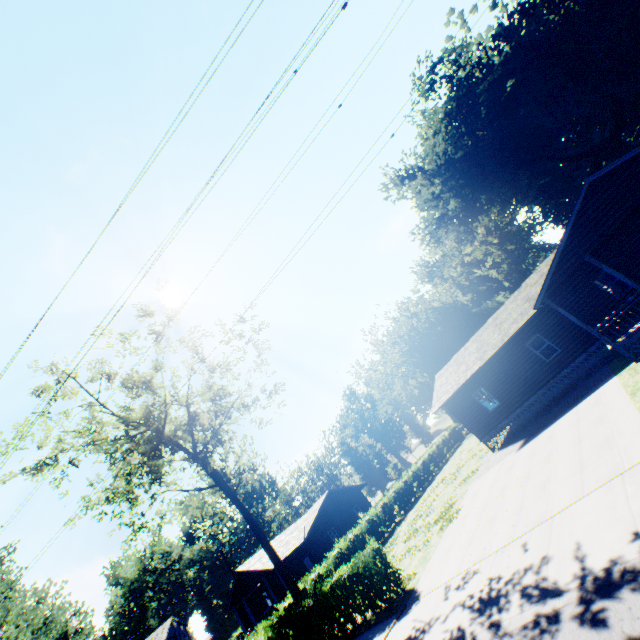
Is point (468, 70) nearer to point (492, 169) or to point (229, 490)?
point (492, 169)

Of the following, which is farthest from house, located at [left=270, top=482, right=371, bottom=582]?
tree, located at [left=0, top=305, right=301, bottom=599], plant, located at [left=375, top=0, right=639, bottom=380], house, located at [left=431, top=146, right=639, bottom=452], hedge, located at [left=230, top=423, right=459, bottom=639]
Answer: house, located at [left=431, top=146, right=639, bottom=452]

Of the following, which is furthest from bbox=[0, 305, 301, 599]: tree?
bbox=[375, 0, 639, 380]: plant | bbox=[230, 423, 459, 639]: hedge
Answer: bbox=[375, 0, 639, 380]: plant

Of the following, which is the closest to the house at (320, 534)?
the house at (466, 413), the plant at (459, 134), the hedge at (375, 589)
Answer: the hedge at (375, 589)

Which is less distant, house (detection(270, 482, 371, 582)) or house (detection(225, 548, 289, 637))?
house (detection(225, 548, 289, 637))

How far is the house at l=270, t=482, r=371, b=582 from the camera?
32.6 meters

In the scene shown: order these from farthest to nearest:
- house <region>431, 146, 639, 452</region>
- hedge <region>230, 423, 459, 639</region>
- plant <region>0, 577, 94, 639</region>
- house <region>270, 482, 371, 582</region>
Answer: house <region>270, 482, 371, 582</region> → plant <region>0, 577, 94, 639</region> → house <region>431, 146, 639, 452</region> → hedge <region>230, 423, 459, 639</region>

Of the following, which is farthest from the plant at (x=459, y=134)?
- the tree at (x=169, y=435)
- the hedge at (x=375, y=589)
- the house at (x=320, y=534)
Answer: the house at (x=320, y=534)
